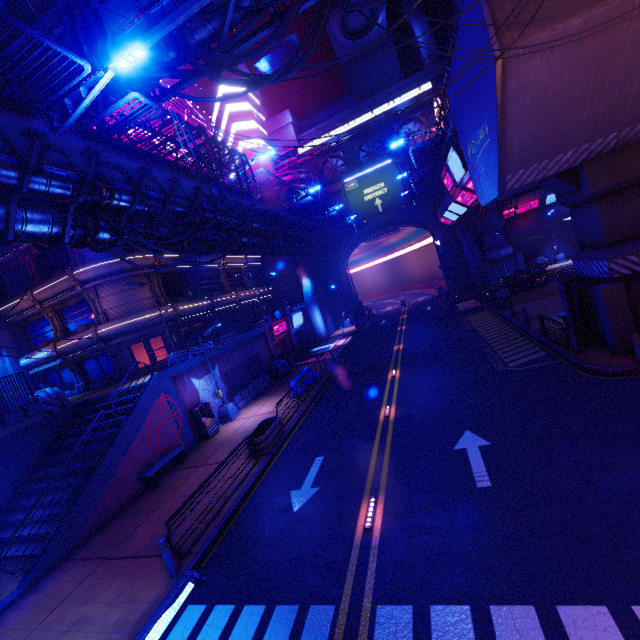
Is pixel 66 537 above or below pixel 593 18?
below

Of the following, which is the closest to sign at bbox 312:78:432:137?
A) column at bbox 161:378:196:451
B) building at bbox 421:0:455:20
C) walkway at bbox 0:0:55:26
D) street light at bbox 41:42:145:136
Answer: building at bbox 421:0:455:20

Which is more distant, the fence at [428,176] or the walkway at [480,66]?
the fence at [428,176]

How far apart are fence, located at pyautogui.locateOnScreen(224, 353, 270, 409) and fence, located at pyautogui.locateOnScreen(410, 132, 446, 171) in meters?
18.4 m

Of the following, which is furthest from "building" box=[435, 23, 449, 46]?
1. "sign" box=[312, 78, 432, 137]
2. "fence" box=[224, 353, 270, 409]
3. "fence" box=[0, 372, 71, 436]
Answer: "fence" box=[0, 372, 71, 436]

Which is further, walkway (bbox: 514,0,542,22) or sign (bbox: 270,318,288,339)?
sign (bbox: 270,318,288,339)

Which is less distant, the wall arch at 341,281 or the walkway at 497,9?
the walkway at 497,9

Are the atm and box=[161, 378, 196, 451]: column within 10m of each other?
yes
